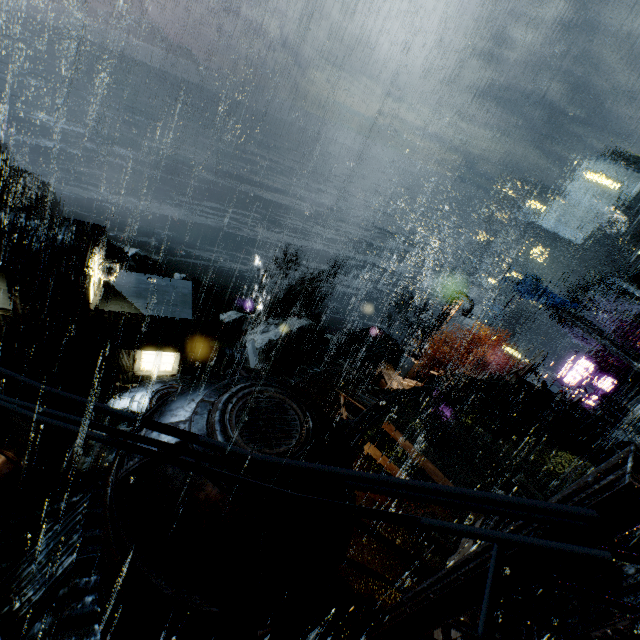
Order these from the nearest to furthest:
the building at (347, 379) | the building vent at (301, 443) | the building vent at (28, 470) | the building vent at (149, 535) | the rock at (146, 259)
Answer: the building vent at (149, 535)
the building vent at (301, 443)
the building vent at (28, 470)
the building at (347, 379)
the rock at (146, 259)

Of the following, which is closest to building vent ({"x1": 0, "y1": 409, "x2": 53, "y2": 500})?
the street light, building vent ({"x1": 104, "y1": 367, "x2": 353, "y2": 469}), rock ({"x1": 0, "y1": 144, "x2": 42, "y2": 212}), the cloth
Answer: building vent ({"x1": 104, "y1": 367, "x2": 353, "y2": 469})

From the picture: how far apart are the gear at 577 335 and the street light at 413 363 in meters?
25.2

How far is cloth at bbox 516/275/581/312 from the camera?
27.27m

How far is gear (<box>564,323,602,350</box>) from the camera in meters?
36.3

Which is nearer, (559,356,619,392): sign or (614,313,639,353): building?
(559,356,619,392): sign

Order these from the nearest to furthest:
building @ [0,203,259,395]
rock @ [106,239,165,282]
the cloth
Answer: building @ [0,203,259,395] → the cloth → rock @ [106,239,165,282]

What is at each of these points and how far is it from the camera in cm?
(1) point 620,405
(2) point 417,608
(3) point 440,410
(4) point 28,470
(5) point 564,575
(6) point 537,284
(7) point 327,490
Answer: (1) building, 2480
(2) building, 337
(3) building, 1427
(4) building vent, 1300
(5) lamp post, 290
(6) cloth, 2903
(7) building vent, 509
